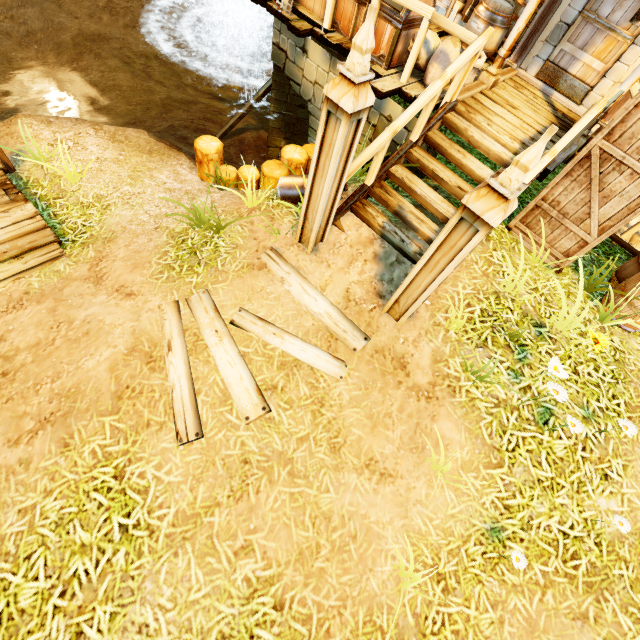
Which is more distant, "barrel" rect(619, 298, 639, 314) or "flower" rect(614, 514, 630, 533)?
"barrel" rect(619, 298, 639, 314)

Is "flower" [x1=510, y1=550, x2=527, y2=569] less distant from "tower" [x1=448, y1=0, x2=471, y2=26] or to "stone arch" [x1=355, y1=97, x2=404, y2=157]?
"stone arch" [x1=355, y1=97, x2=404, y2=157]

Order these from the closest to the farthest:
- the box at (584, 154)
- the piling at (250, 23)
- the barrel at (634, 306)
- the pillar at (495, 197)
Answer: the pillar at (495, 197) < the box at (584, 154) < the barrel at (634, 306) < the piling at (250, 23)

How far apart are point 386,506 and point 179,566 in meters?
2.0 m

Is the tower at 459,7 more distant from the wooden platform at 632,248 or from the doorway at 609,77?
the wooden platform at 632,248

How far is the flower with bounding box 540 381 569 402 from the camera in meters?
3.1

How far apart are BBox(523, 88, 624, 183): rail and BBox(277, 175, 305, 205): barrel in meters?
1.8 m

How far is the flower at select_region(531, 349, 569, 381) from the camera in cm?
328
